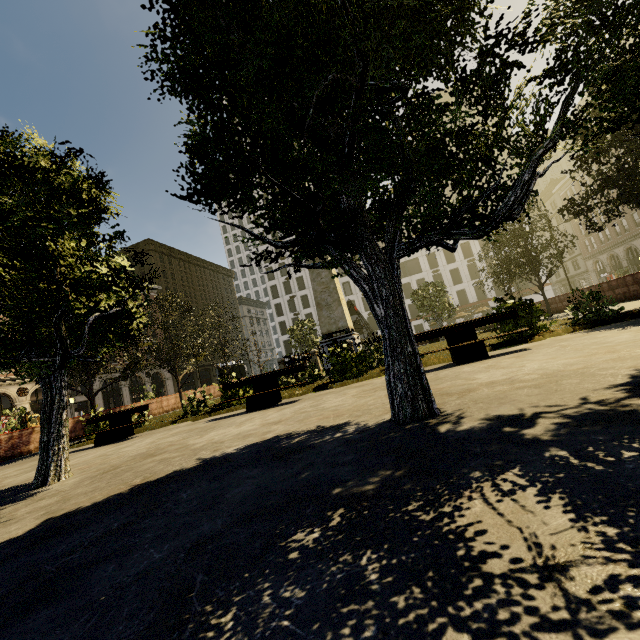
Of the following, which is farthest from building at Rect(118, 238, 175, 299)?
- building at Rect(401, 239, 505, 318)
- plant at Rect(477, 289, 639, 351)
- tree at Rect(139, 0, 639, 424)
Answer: plant at Rect(477, 289, 639, 351)

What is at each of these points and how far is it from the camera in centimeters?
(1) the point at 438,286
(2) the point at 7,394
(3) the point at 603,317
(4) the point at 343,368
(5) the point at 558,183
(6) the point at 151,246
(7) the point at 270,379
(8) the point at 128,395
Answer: (1) tree, 3028cm
(2) building, 3152cm
(3) plant, 830cm
(4) plant, 1012cm
(5) building, 5722cm
(6) building, 5622cm
(7) bench, 924cm
(8) building, 4403cm

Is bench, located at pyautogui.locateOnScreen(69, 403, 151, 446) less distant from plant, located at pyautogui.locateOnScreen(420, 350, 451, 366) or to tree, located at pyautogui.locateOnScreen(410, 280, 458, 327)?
plant, located at pyautogui.locateOnScreen(420, 350, 451, 366)

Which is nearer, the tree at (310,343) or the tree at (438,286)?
the tree at (438,286)

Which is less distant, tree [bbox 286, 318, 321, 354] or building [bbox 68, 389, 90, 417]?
tree [bbox 286, 318, 321, 354]

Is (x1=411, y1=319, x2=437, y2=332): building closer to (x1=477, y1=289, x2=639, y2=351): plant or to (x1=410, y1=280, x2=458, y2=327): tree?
(x1=410, y1=280, x2=458, y2=327): tree

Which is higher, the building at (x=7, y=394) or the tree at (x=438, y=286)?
the tree at (x=438, y=286)

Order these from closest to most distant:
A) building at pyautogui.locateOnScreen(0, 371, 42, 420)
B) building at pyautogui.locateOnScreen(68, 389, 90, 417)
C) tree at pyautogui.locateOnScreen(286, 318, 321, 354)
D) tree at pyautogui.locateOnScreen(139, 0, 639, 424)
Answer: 1. tree at pyautogui.locateOnScreen(139, 0, 639, 424)
2. building at pyautogui.locateOnScreen(0, 371, 42, 420)
3. tree at pyautogui.locateOnScreen(286, 318, 321, 354)
4. building at pyautogui.locateOnScreen(68, 389, 90, 417)
